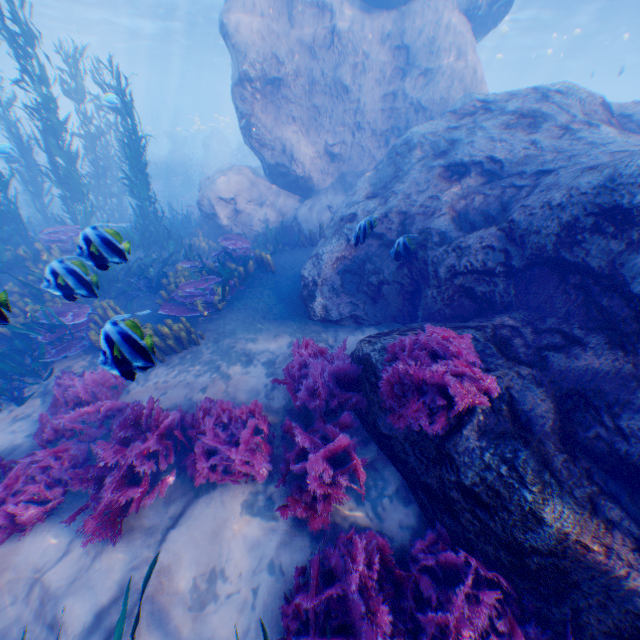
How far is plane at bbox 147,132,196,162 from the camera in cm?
3297

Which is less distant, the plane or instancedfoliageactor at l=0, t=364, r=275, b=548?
instancedfoliageactor at l=0, t=364, r=275, b=548

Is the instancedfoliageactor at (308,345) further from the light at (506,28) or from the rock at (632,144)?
the light at (506,28)

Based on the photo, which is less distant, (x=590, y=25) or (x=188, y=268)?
(x=188, y=268)

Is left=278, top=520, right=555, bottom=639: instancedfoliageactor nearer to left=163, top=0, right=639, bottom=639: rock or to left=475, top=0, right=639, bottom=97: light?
left=163, top=0, right=639, bottom=639: rock

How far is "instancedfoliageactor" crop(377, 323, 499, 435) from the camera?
3.40m

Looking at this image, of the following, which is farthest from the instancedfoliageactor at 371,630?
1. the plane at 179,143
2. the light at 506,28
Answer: the light at 506,28
